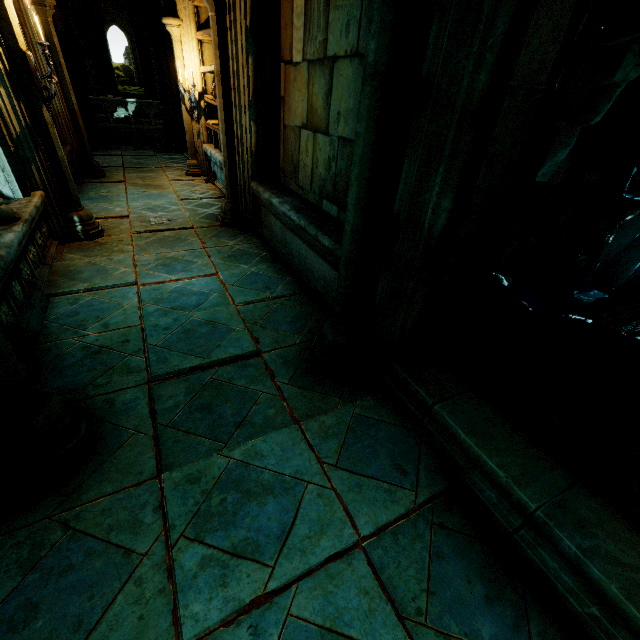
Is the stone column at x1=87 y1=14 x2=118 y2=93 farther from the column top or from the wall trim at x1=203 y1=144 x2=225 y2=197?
the wall trim at x1=203 y1=144 x2=225 y2=197

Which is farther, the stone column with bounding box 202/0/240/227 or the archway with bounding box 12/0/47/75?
the archway with bounding box 12/0/47/75

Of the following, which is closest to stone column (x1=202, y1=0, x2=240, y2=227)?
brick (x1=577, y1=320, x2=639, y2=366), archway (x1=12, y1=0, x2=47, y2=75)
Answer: archway (x1=12, y1=0, x2=47, y2=75)

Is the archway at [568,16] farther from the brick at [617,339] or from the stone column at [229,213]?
the brick at [617,339]

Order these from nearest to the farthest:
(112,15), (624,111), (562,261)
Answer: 1. (624,111)
2. (562,261)
3. (112,15)

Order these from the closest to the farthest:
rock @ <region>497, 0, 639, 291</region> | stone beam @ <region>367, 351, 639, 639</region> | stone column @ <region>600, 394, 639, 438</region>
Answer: stone beam @ <region>367, 351, 639, 639</region>, stone column @ <region>600, 394, 639, 438</region>, rock @ <region>497, 0, 639, 291</region>

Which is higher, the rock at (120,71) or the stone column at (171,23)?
the stone column at (171,23)

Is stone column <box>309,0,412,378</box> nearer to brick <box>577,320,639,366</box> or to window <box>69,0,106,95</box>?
brick <box>577,320,639,366</box>
